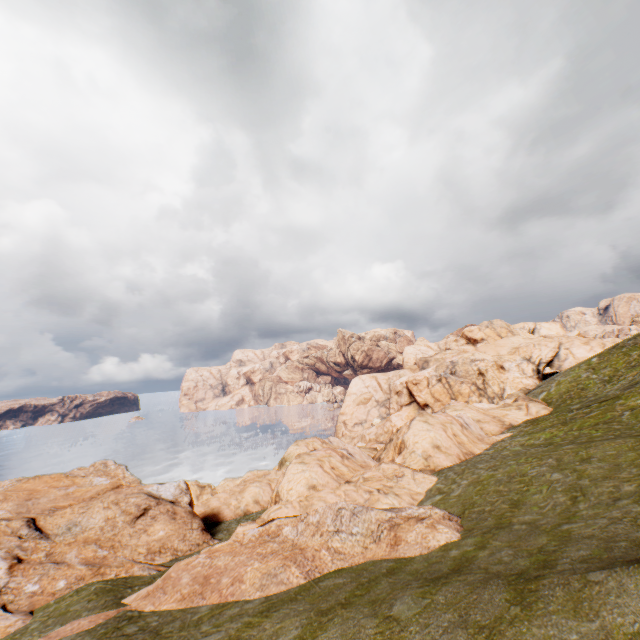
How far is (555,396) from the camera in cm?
5872
